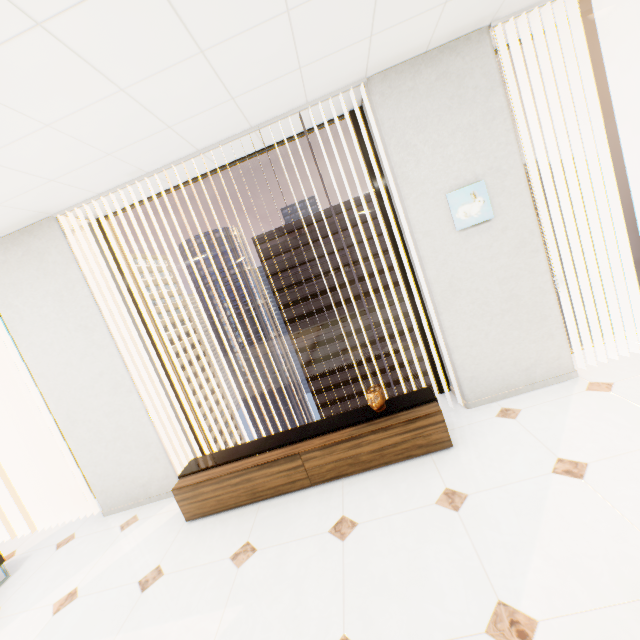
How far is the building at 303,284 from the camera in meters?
57.3 m

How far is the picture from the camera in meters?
2.7

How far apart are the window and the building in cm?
5623

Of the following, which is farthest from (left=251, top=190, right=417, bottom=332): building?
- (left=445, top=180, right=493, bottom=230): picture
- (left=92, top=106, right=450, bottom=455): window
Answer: (left=445, top=180, right=493, bottom=230): picture

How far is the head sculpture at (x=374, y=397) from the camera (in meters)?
2.74

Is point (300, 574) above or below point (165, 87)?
below

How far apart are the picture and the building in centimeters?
5676cm

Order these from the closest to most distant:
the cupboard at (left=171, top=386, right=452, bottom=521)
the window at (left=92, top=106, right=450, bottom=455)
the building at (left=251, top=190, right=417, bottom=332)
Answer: the cupboard at (left=171, top=386, right=452, bottom=521), the window at (left=92, top=106, right=450, bottom=455), the building at (left=251, top=190, right=417, bottom=332)
